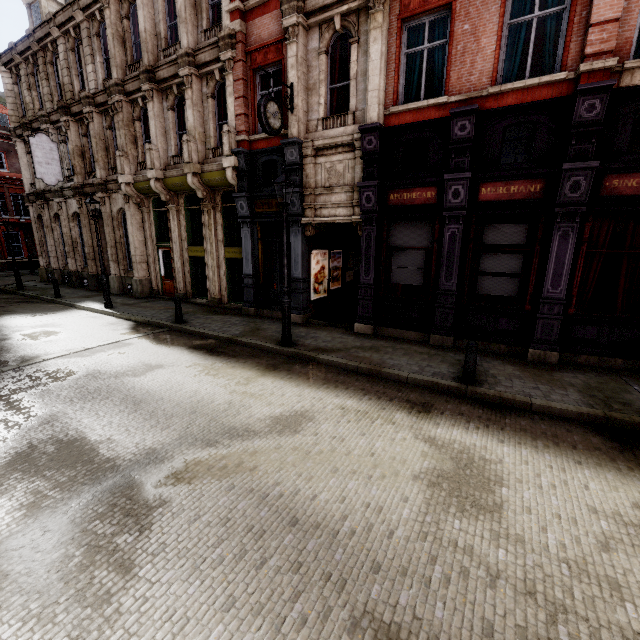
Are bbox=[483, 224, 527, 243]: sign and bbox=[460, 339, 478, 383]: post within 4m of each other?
yes

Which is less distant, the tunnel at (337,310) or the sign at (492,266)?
the sign at (492,266)

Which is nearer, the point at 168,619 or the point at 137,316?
the point at 168,619

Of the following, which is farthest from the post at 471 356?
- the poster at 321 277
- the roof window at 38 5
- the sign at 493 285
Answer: the roof window at 38 5

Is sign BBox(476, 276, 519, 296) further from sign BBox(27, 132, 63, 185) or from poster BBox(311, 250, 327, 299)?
sign BBox(27, 132, 63, 185)

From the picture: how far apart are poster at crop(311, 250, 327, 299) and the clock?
4.0 meters

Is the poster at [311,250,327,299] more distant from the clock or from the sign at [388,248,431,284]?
the clock

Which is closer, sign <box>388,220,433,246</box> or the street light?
the street light
